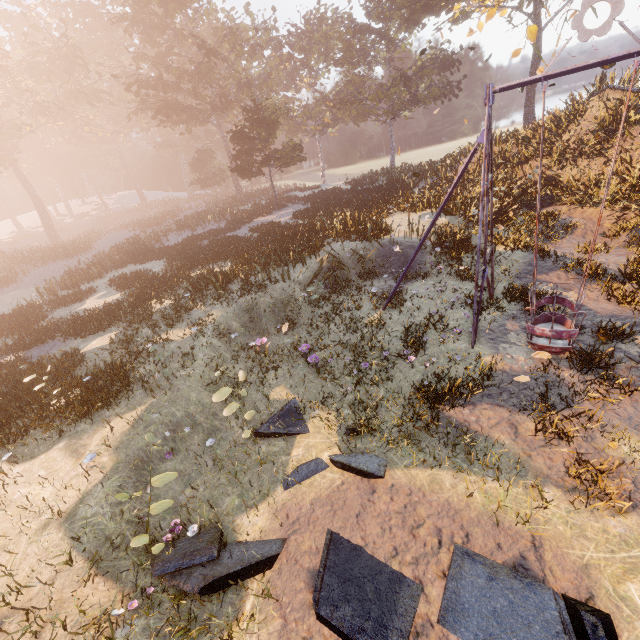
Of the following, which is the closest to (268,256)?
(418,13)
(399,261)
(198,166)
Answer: (399,261)

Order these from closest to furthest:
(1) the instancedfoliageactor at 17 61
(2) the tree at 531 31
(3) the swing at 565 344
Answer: (3) the swing at 565 344, (1) the instancedfoliageactor at 17 61, (2) the tree at 531 31

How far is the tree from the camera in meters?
15.4

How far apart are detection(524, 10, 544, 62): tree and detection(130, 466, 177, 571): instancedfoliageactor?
23.2m

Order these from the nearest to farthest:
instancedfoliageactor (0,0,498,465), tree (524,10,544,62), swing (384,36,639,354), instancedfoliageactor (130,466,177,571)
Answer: instancedfoliageactor (130,466,177,571), swing (384,36,639,354), instancedfoliageactor (0,0,498,465), tree (524,10,544,62)

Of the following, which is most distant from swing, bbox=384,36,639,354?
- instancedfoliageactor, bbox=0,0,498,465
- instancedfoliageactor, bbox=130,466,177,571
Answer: instancedfoliageactor, bbox=0,0,498,465

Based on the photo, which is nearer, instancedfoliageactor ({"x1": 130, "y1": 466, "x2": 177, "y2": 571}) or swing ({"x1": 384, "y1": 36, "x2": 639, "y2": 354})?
instancedfoliageactor ({"x1": 130, "y1": 466, "x2": 177, "y2": 571})

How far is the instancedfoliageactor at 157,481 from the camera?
5.4m
